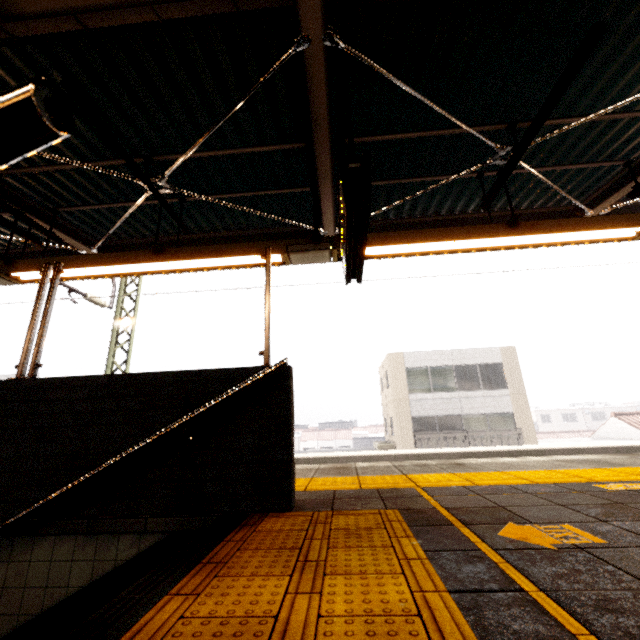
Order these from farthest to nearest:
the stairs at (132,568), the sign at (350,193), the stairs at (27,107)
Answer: the sign at (350,193), the stairs at (132,568), the stairs at (27,107)

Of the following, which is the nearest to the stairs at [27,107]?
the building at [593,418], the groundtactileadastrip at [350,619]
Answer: the groundtactileadastrip at [350,619]

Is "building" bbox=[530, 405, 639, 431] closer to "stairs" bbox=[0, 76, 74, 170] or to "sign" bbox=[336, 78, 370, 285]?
"sign" bbox=[336, 78, 370, 285]

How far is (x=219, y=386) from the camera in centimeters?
244cm

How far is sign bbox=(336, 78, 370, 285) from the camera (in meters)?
2.50

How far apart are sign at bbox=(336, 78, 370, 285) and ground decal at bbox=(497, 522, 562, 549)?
2.2 meters

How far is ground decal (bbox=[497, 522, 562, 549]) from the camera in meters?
1.4

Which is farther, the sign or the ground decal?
the sign
